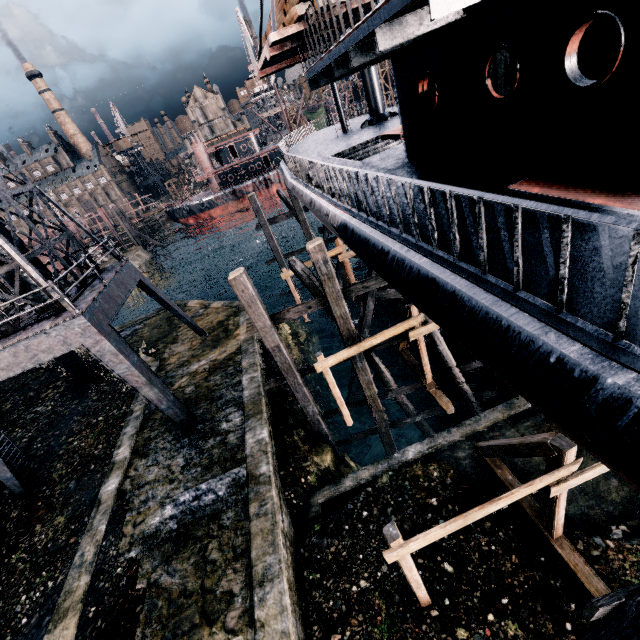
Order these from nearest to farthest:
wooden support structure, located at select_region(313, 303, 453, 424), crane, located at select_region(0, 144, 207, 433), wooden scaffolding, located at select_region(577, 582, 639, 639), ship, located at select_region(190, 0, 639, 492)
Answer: ship, located at select_region(190, 0, 639, 492), wooden scaffolding, located at select_region(577, 582, 639, 639), crane, located at select_region(0, 144, 207, 433), wooden support structure, located at select_region(313, 303, 453, 424)

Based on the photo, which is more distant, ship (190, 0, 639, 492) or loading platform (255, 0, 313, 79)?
loading platform (255, 0, 313, 79)

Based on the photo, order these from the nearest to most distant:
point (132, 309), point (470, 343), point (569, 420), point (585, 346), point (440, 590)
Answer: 1. point (585, 346)
2. point (569, 420)
3. point (470, 343)
4. point (440, 590)
5. point (132, 309)

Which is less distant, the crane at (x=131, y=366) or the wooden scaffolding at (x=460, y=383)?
the crane at (x=131, y=366)

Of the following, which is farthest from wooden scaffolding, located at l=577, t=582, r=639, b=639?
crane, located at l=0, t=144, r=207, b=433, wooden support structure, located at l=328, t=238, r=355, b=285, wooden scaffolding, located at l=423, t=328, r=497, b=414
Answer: wooden support structure, located at l=328, t=238, r=355, b=285

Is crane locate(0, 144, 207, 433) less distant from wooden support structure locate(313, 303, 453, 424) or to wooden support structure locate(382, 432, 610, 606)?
wooden support structure locate(313, 303, 453, 424)

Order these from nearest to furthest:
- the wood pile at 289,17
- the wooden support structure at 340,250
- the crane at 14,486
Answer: the wood pile at 289,17 → the crane at 14,486 → the wooden support structure at 340,250

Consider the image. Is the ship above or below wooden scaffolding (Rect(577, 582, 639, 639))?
above
